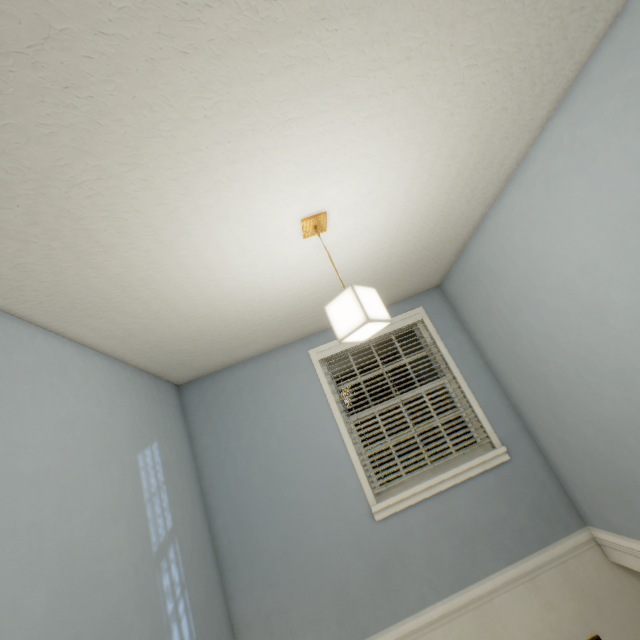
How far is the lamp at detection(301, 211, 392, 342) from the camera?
1.4m

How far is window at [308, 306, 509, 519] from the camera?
2.7m

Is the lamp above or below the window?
above

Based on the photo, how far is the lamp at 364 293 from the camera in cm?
144

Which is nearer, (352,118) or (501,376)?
(352,118)

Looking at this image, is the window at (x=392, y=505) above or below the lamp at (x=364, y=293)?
below

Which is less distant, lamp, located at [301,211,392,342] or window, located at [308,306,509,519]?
lamp, located at [301,211,392,342]

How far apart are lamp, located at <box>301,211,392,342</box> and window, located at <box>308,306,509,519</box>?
1.6m
